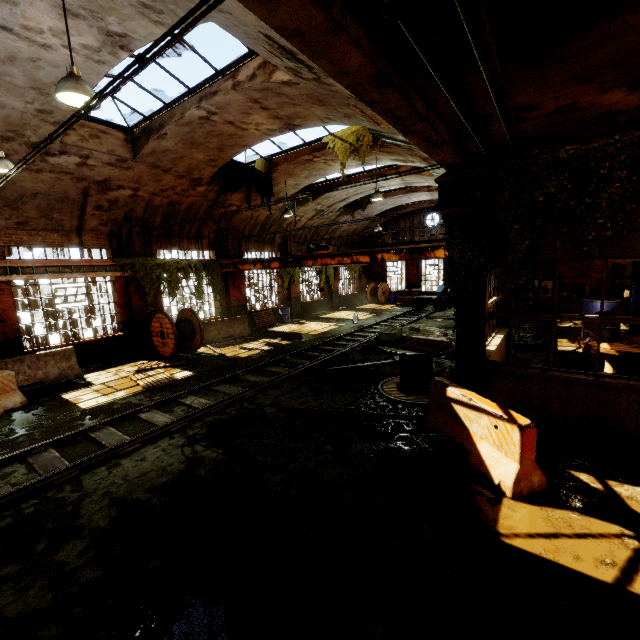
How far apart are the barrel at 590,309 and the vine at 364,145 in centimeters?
750cm

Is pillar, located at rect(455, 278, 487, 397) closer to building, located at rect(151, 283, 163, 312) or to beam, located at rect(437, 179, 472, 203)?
beam, located at rect(437, 179, 472, 203)

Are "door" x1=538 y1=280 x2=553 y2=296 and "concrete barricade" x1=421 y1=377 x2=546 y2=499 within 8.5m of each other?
no

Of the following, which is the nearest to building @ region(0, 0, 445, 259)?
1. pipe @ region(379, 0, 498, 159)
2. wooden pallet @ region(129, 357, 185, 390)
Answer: pipe @ region(379, 0, 498, 159)

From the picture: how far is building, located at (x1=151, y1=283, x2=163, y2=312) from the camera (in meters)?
14.01

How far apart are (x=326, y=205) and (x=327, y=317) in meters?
7.2 m

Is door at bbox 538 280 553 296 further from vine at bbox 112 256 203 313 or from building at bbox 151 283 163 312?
vine at bbox 112 256 203 313

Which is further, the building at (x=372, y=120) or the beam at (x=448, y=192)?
the building at (x=372, y=120)
